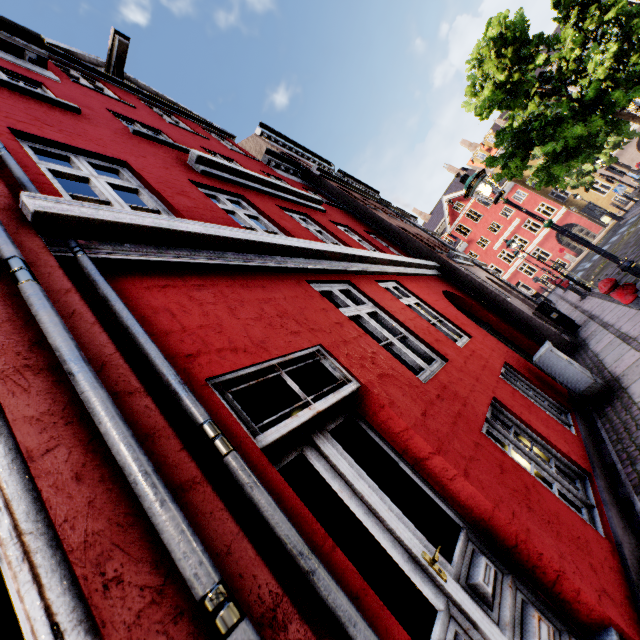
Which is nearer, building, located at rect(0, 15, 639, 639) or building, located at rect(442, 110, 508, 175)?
building, located at rect(0, 15, 639, 639)

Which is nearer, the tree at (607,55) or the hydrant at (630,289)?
the hydrant at (630,289)

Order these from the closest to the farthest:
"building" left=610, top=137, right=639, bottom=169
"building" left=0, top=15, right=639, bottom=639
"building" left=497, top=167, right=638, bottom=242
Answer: "building" left=0, top=15, right=639, bottom=639 → "building" left=610, top=137, right=639, bottom=169 → "building" left=497, top=167, right=638, bottom=242

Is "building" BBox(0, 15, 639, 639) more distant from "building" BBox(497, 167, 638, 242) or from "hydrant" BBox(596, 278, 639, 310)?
"building" BBox(497, 167, 638, 242)

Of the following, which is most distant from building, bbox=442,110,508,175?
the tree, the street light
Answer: the street light

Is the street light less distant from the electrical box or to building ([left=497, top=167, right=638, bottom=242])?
the electrical box

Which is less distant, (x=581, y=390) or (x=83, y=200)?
(x=83, y=200)

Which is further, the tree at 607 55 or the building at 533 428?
the tree at 607 55
